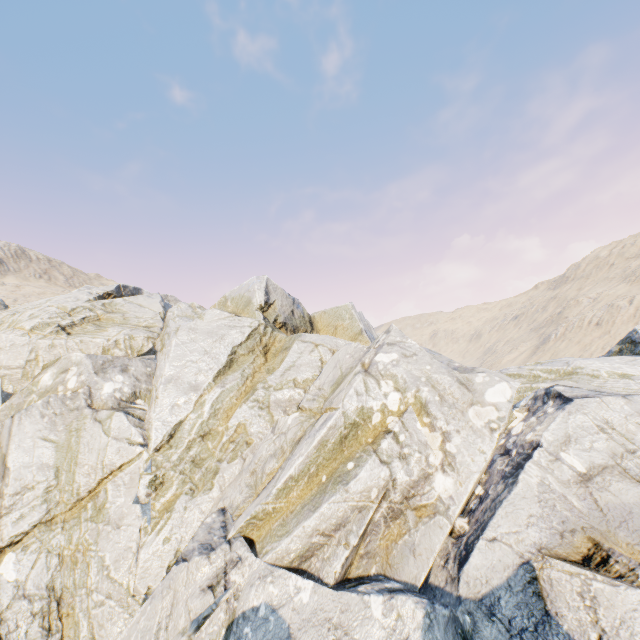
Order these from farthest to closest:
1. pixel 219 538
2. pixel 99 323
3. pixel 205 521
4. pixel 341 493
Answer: pixel 99 323 < pixel 205 521 < pixel 219 538 < pixel 341 493
